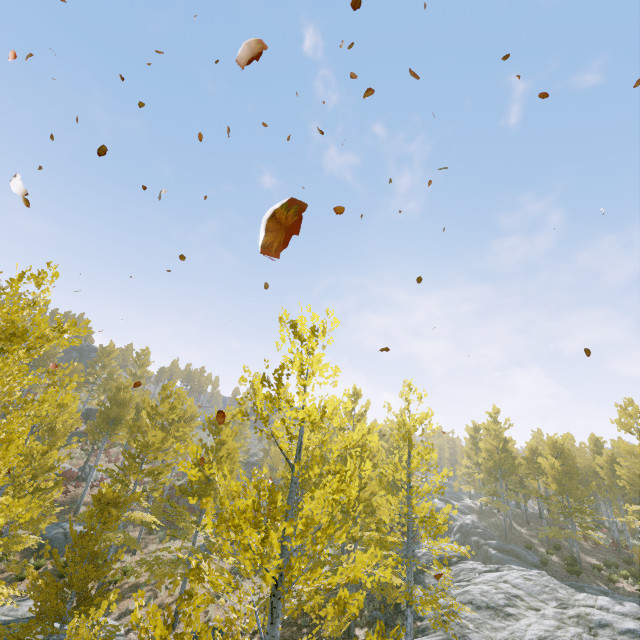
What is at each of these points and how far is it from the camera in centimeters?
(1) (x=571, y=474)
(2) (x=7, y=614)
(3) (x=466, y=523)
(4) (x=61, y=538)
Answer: (1) instancedfoliageactor, 2427cm
(2) rock, 1288cm
(3) rock, 2952cm
(4) rock, 1917cm

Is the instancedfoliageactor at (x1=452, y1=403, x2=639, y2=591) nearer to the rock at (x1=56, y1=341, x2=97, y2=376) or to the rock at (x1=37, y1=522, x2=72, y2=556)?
the rock at (x1=37, y1=522, x2=72, y2=556)

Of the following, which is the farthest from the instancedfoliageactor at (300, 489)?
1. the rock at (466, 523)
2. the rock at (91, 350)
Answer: the rock at (91, 350)

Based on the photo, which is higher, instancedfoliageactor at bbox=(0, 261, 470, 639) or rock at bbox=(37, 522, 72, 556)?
instancedfoliageactor at bbox=(0, 261, 470, 639)

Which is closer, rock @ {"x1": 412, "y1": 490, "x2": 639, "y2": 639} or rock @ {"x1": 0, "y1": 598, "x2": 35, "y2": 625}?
rock @ {"x1": 412, "y1": 490, "x2": 639, "y2": 639}

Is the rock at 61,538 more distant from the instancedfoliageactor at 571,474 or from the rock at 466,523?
the rock at 466,523

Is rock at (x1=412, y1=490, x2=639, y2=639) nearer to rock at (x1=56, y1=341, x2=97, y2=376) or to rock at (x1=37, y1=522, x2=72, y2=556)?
rock at (x1=37, y1=522, x2=72, y2=556)

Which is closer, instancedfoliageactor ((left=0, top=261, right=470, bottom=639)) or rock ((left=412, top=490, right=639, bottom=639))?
instancedfoliageactor ((left=0, top=261, right=470, bottom=639))
